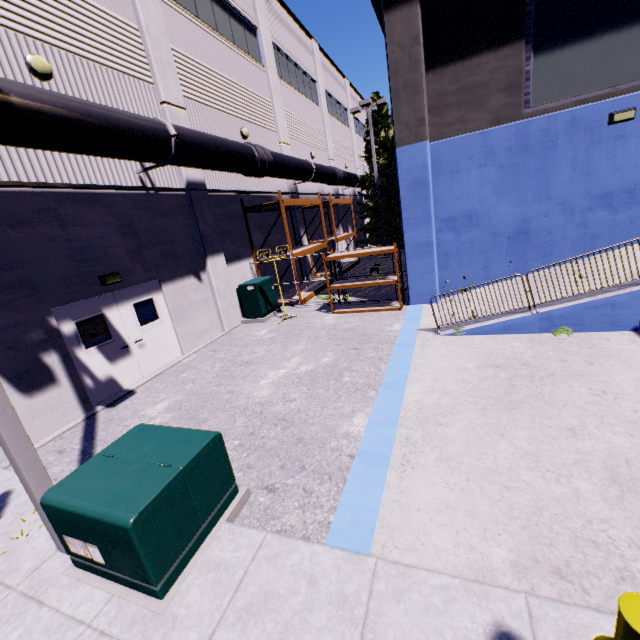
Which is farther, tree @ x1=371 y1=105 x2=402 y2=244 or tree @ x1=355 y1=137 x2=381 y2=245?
tree @ x1=355 y1=137 x2=381 y2=245

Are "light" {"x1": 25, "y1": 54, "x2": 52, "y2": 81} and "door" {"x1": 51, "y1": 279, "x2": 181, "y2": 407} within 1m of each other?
no

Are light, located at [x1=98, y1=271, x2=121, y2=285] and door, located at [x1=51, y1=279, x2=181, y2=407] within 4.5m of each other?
yes

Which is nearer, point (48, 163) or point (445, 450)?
point (445, 450)

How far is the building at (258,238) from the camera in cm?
1418

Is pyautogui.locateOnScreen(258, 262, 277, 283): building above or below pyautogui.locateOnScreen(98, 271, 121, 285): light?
below

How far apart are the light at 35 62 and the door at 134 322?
4.6 meters

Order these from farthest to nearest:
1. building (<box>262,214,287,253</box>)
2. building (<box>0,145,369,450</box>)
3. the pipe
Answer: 1. building (<box>262,214,287,253</box>)
2. building (<box>0,145,369,450</box>)
3. the pipe
